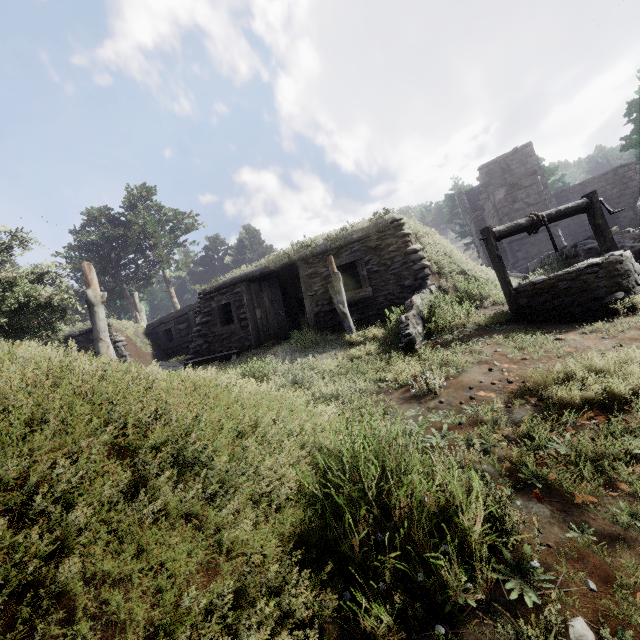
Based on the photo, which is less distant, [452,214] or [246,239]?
[452,214]

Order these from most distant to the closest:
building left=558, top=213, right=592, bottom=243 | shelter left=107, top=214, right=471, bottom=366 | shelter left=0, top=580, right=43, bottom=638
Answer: building left=558, top=213, right=592, bottom=243
shelter left=107, top=214, right=471, bottom=366
shelter left=0, top=580, right=43, bottom=638

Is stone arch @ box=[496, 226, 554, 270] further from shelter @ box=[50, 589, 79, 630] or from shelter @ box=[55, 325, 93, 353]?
shelter @ box=[50, 589, 79, 630]

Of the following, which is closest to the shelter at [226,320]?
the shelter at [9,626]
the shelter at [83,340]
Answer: the shelter at [83,340]

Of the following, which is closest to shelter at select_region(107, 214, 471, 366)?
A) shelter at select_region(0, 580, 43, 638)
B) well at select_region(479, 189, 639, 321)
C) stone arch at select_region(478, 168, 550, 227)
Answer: well at select_region(479, 189, 639, 321)

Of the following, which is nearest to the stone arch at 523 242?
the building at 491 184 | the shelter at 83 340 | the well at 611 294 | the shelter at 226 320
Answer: the building at 491 184

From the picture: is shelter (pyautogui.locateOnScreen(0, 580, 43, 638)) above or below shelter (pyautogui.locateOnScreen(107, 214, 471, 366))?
below

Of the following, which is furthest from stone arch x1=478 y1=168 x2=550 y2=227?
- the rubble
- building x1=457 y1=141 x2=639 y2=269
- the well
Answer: the well
